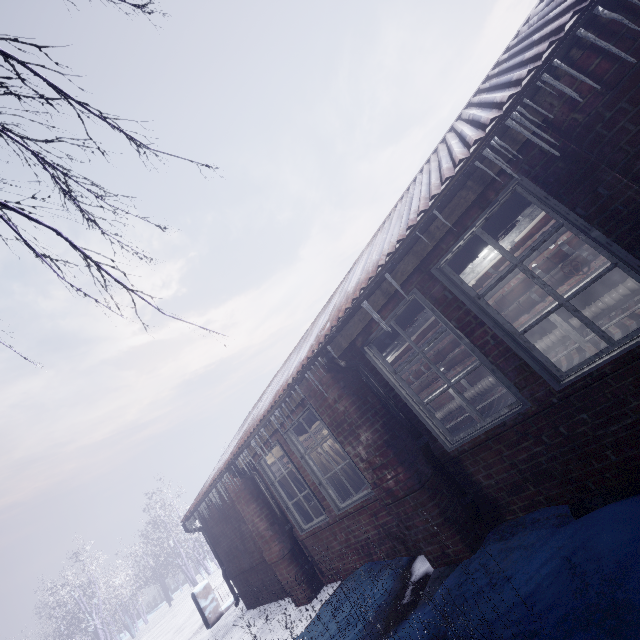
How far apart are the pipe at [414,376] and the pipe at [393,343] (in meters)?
0.49

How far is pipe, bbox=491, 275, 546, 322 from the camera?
4.9m

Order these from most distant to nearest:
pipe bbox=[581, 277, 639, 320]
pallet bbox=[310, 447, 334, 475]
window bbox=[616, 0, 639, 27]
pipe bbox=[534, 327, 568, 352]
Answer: pallet bbox=[310, 447, 334, 475] → pipe bbox=[534, 327, 568, 352] → pipe bbox=[581, 277, 639, 320] → window bbox=[616, 0, 639, 27]

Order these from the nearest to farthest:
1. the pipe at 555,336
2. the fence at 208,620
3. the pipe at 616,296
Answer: the pipe at 616,296
the pipe at 555,336
the fence at 208,620

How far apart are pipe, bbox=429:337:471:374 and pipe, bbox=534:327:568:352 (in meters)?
0.42

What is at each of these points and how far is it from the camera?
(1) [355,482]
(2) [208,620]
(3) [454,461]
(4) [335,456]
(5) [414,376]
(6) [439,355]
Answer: (1) pallet, 8.46m
(2) fence, 8.12m
(3) window, 3.02m
(4) pallet, 8.84m
(5) pipe, 6.50m
(6) pipe, 6.04m

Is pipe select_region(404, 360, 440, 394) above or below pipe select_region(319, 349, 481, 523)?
above

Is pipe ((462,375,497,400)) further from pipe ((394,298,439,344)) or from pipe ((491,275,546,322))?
pipe ((394,298,439,344))
